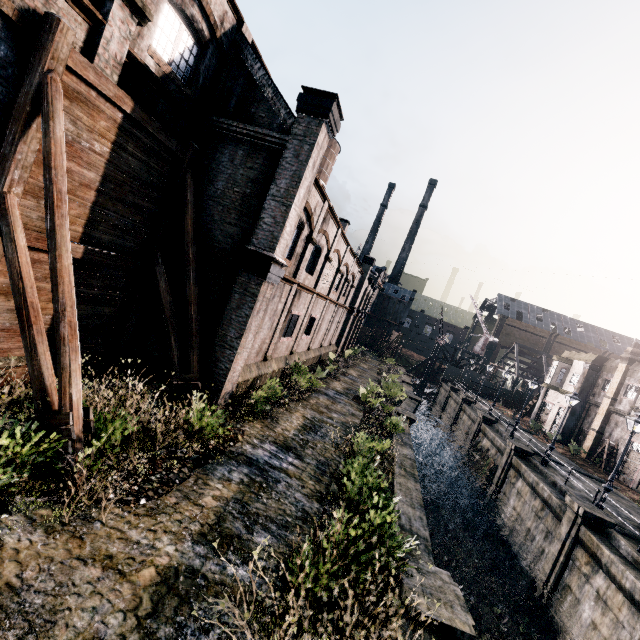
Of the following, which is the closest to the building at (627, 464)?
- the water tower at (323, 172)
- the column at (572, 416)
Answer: the column at (572, 416)

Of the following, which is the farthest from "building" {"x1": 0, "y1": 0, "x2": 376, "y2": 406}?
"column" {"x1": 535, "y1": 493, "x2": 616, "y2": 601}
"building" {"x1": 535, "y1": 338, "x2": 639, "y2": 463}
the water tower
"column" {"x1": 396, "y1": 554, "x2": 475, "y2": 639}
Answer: "building" {"x1": 535, "y1": 338, "x2": 639, "y2": 463}

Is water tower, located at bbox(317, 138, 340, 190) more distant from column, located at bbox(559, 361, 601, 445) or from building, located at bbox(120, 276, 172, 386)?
column, located at bbox(559, 361, 601, 445)

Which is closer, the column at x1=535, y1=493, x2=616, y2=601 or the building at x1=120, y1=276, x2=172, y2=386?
the building at x1=120, y1=276, x2=172, y2=386

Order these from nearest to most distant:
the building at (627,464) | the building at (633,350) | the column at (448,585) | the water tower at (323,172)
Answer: the column at (448,585)
the building at (627,464)
the building at (633,350)
the water tower at (323,172)

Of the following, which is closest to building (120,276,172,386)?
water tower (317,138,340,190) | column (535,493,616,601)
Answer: water tower (317,138,340,190)

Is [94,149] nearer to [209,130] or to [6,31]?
[6,31]

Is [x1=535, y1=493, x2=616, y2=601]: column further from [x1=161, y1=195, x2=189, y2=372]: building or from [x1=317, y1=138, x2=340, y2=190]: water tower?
[x1=317, y1=138, x2=340, y2=190]: water tower
